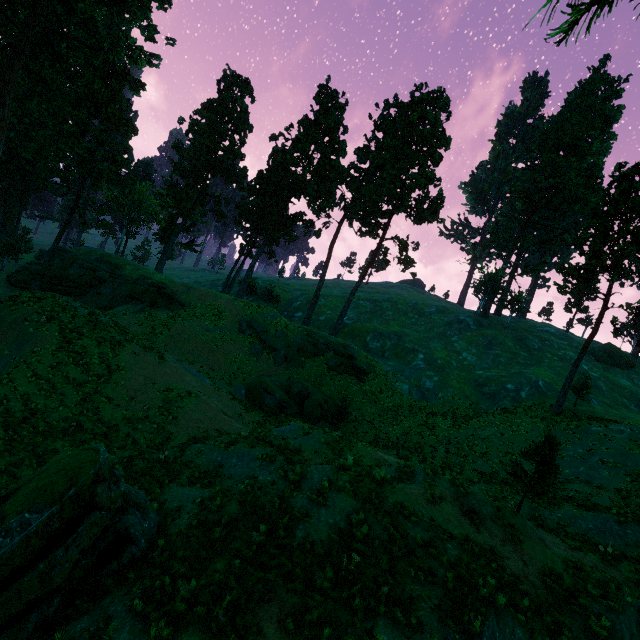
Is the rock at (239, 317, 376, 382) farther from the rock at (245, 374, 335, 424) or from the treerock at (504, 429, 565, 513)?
the treerock at (504, 429, 565, 513)

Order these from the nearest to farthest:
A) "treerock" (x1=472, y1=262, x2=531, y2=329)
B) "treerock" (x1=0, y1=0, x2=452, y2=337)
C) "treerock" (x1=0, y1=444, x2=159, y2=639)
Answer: "treerock" (x1=0, y1=444, x2=159, y2=639) < "treerock" (x1=0, y1=0, x2=452, y2=337) < "treerock" (x1=472, y1=262, x2=531, y2=329)

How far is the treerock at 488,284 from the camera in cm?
5406

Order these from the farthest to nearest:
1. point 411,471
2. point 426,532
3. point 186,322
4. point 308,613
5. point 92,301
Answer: point 92,301 → point 186,322 → point 411,471 → point 426,532 → point 308,613

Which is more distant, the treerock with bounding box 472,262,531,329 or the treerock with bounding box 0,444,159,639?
the treerock with bounding box 472,262,531,329

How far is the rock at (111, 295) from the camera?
34.8m

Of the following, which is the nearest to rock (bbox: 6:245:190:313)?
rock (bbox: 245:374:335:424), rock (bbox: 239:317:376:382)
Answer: rock (bbox: 239:317:376:382)

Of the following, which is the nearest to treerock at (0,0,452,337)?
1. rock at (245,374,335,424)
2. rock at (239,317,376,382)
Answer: rock at (239,317,376,382)
